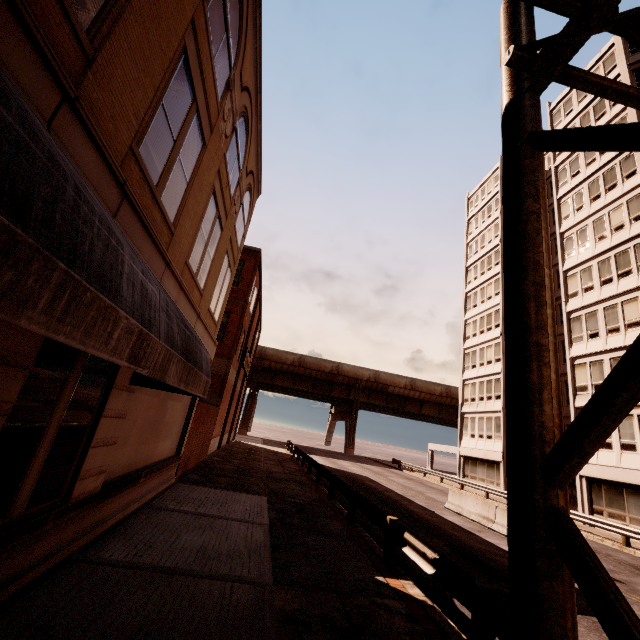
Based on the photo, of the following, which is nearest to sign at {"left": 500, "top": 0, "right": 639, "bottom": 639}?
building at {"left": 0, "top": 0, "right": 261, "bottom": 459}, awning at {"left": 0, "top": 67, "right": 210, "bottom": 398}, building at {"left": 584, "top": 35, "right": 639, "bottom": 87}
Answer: awning at {"left": 0, "top": 67, "right": 210, "bottom": 398}

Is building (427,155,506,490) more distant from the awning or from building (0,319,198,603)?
building (0,319,198,603)

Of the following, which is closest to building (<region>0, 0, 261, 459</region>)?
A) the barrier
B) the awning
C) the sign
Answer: the awning

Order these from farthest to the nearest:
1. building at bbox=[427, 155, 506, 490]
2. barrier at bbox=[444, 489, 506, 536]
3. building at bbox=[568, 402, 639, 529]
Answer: building at bbox=[427, 155, 506, 490]
building at bbox=[568, 402, 639, 529]
barrier at bbox=[444, 489, 506, 536]

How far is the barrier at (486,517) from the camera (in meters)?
14.34

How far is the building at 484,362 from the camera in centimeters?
3102cm

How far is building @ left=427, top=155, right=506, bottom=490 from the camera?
31.0 meters

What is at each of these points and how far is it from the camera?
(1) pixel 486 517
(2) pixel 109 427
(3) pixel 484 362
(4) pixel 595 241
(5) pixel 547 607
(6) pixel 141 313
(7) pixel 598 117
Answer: (1) barrier, 15.3 meters
(2) building, 5.8 meters
(3) building, 34.7 meters
(4) building, 24.8 meters
(5) sign, 2.6 meters
(6) awning, 2.8 meters
(7) building, 27.1 meters
